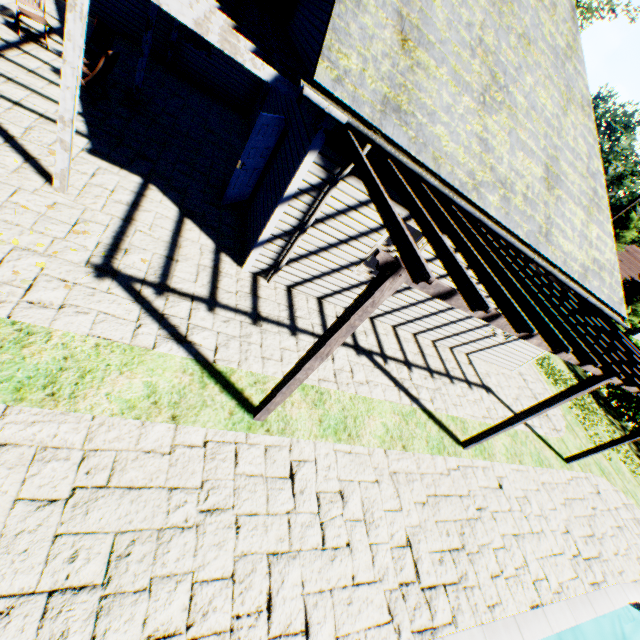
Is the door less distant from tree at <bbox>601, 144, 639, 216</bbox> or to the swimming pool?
the swimming pool

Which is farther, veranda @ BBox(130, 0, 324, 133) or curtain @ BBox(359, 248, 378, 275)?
curtain @ BBox(359, 248, 378, 275)

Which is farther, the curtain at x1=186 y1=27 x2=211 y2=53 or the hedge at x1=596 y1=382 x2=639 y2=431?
the hedge at x1=596 y1=382 x2=639 y2=431

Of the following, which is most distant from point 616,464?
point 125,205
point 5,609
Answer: point 125,205

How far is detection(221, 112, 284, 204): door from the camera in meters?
6.7

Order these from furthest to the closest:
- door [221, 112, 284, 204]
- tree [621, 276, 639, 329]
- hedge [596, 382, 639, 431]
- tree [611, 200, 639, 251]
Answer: tree [611, 200, 639, 251], tree [621, 276, 639, 329], hedge [596, 382, 639, 431], door [221, 112, 284, 204]

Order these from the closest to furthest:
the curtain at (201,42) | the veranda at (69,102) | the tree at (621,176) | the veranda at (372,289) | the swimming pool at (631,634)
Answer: the veranda at (372,289) → the veranda at (69,102) → the swimming pool at (631,634) → the curtain at (201,42) → the tree at (621,176)

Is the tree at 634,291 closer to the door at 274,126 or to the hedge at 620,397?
the hedge at 620,397
